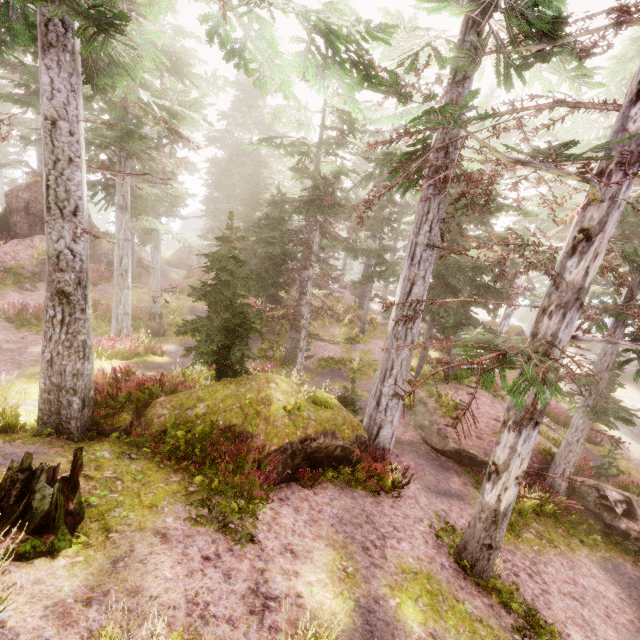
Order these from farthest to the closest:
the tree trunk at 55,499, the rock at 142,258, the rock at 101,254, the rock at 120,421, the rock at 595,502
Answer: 1. the rock at 142,258
2. the rock at 101,254
3. the rock at 595,502
4. the rock at 120,421
5. the tree trunk at 55,499

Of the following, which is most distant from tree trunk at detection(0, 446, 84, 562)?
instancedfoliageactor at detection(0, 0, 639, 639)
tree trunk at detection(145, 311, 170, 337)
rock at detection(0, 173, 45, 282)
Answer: rock at detection(0, 173, 45, 282)

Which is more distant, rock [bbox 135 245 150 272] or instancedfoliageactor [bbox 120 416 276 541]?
rock [bbox 135 245 150 272]

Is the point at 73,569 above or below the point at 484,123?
below

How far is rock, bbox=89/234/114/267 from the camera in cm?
2603

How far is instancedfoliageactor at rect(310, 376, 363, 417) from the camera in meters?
10.1

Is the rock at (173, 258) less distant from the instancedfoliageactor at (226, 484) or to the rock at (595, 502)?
the instancedfoliageactor at (226, 484)

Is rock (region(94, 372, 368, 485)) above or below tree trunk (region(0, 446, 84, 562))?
below
